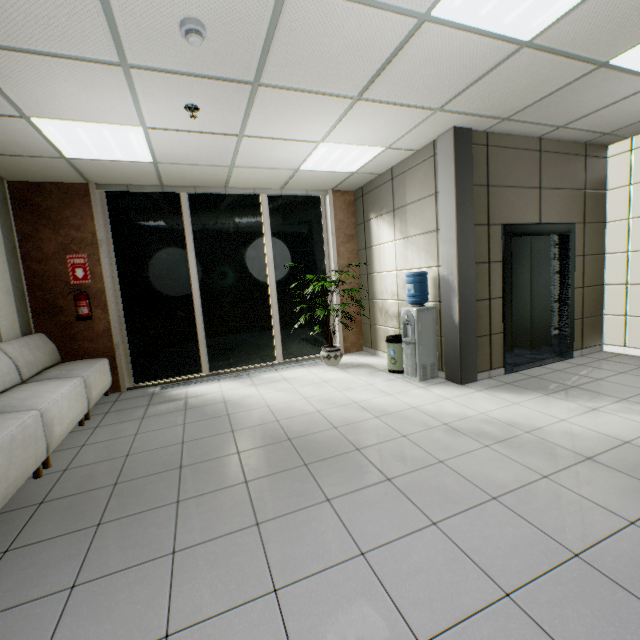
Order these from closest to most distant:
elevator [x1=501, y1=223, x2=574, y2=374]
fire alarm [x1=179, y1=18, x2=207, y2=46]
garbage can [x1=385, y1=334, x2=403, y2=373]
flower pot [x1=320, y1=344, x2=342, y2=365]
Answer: fire alarm [x1=179, y1=18, x2=207, y2=46]
elevator [x1=501, y1=223, x2=574, y2=374]
garbage can [x1=385, y1=334, x2=403, y2=373]
flower pot [x1=320, y1=344, x2=342, y2=365]

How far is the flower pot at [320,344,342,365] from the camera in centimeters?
570cm

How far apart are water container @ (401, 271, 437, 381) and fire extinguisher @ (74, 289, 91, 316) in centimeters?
472cm

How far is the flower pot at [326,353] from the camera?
5.7 meters

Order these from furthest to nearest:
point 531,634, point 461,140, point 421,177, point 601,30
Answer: point 421,177 < point 461,140 < point 601,30 < point 531,634

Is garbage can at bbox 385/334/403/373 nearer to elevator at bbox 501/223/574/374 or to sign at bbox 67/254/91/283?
elevator at bbox 501/223/574/374

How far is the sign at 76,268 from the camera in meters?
4.9 m

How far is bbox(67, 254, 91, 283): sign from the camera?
4.9m
